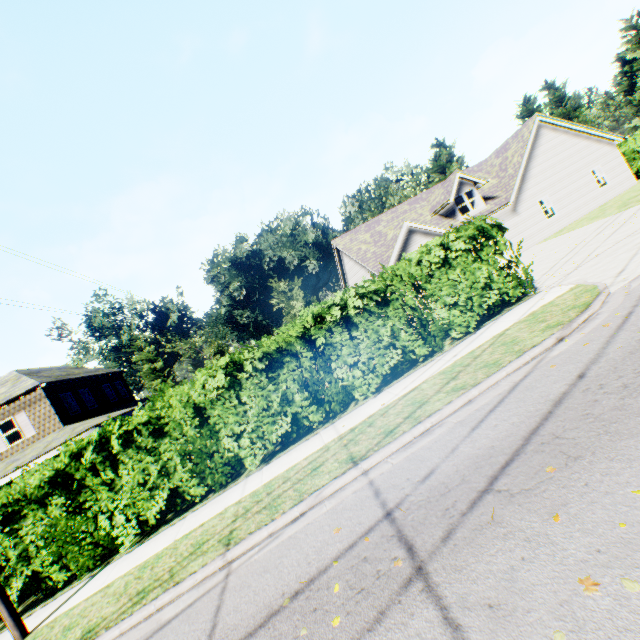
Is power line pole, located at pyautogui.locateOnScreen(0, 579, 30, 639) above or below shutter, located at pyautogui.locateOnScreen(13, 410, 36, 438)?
below

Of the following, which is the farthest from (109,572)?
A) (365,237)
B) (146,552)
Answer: (365,237)

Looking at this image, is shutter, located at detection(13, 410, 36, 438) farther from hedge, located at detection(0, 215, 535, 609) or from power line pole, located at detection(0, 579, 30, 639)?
power line pole, located at detection(0, 579, 30, 639)

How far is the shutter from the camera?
19.27m

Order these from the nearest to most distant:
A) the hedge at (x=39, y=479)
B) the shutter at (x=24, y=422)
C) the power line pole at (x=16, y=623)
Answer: the power line pole at (x=16, y=623) → the hedge at (x=39, y=479) → the shutter at (x=24, y=422)

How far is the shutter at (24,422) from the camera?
19.27m

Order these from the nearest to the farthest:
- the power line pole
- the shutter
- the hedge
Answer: the power line pole, the hedge, the shutter
